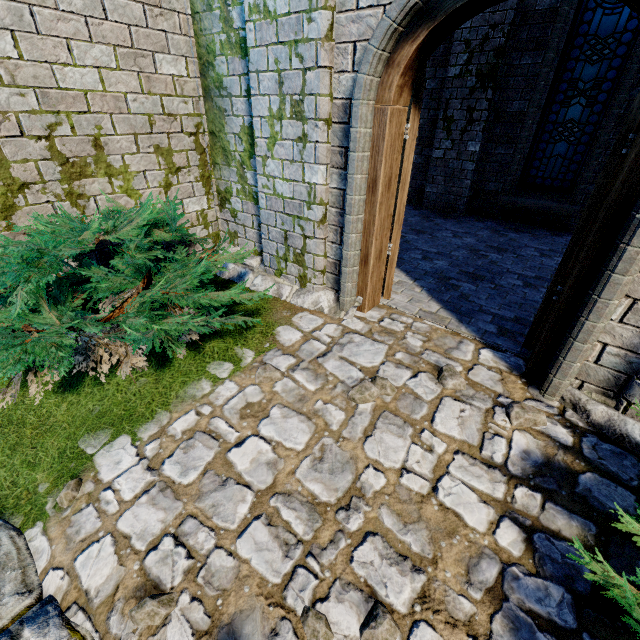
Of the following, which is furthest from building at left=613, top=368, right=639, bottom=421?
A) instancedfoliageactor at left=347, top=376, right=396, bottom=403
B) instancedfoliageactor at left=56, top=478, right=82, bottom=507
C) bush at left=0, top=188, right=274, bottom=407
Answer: instancedfoliageactor at left=56, top=478, right=82, bottom=507

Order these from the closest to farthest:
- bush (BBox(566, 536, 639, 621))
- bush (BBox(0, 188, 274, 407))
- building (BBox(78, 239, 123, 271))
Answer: bush (BBox(566, 536, 639, 621))
bush (BBox(0, 188, 274, 407))
building (BBox(78, 239, 123, 271))

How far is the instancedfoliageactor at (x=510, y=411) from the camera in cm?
243

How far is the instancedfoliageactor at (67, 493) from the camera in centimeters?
218cm

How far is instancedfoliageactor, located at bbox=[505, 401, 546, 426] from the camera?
2.4 meters

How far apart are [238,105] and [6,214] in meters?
2.6 m

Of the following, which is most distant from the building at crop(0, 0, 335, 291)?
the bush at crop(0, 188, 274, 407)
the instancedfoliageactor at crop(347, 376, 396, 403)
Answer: the instancedfoliageactor at crop(347, 376, 396, 403)

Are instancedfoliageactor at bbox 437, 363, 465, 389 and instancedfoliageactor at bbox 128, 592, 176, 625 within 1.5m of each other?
no
